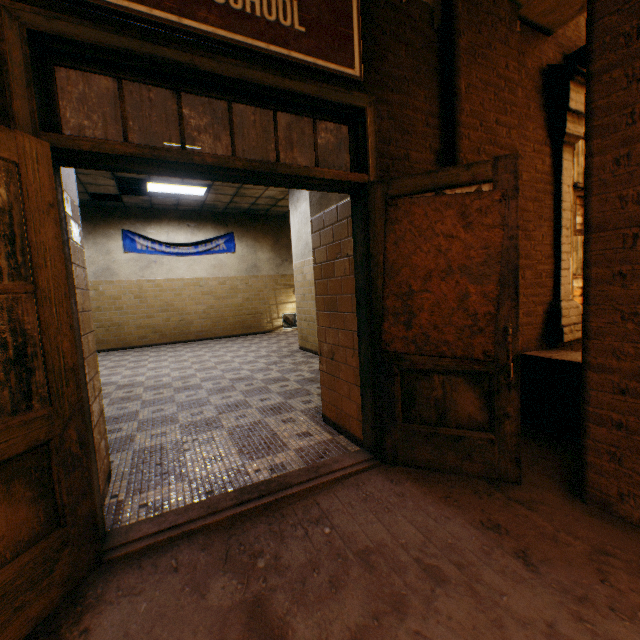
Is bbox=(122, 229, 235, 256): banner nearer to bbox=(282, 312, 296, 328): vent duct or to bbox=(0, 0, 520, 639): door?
bbox=(282, 312, 296, 328): vent duct

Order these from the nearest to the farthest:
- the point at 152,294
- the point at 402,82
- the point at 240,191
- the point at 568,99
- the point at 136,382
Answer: the point at 402,82
the point at 568,99
the point at 136,382
the point at 240,191
the point at 152,294

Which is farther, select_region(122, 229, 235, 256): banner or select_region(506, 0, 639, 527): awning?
select_region(122, 229, 235, 256): banner

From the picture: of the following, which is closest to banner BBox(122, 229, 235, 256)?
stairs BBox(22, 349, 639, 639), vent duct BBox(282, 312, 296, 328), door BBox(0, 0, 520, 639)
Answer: vent duct BBox(282, 312, 296, 328)

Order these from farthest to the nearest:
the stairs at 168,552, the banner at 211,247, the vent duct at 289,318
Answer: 1. the vent duct at 289,318
2. the banner at 211,247
3. the stairs at 168,552

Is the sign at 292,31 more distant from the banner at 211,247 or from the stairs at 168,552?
the banner at 211,247

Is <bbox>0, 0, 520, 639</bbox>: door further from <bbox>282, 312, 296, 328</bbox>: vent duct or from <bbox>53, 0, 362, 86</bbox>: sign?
<bbox>282, 312, 296, 328</bbox>: vent duct

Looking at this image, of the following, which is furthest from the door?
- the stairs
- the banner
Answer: the banner
